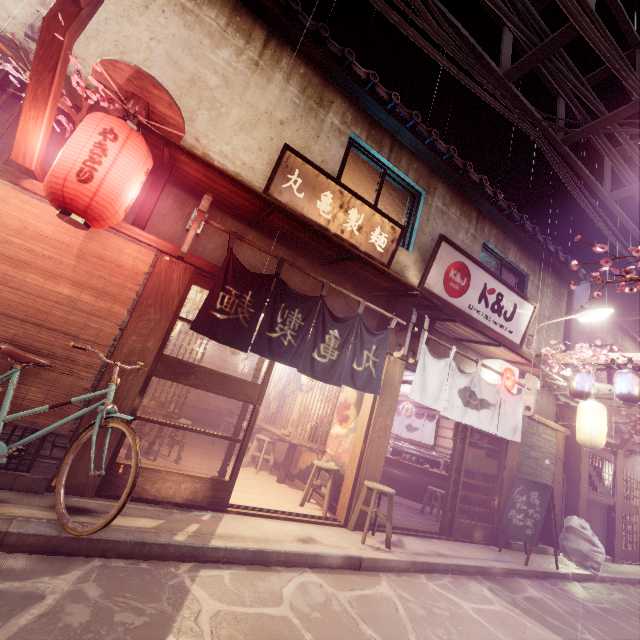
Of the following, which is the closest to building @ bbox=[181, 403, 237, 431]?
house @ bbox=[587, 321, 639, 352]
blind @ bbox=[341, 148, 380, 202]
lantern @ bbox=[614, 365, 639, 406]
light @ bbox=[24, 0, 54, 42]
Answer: blind @ bbox=[341, 148, 380, 202]

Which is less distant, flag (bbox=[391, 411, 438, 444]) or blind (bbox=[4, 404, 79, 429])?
blind (bbox=[4, 404, 79, 429])

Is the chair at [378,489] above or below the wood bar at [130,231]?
below

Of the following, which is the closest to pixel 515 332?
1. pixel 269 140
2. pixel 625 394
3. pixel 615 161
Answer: pixel 625 394

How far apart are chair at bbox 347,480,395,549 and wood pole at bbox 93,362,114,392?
6.3 meters

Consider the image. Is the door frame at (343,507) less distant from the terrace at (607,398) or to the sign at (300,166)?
the sign at (300,166)

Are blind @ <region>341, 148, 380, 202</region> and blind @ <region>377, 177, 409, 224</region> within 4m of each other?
yes

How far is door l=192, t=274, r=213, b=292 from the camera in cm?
Result: 784
